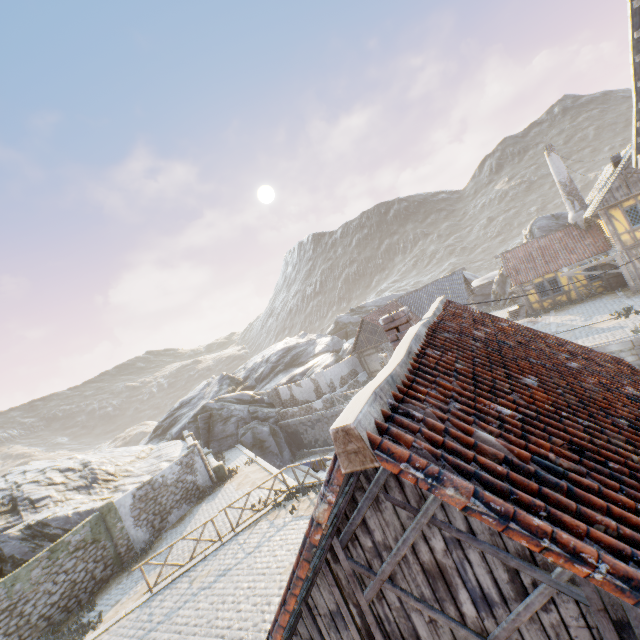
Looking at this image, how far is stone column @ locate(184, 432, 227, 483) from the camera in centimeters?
2150cm

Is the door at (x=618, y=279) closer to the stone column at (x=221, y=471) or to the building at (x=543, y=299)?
the building at (x=543, y=299)

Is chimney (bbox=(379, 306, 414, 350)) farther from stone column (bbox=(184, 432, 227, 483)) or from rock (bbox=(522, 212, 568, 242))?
rock (bbox=(522, 212, 568, 242))

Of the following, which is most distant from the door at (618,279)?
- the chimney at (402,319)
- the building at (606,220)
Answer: the chimney at (402,319)

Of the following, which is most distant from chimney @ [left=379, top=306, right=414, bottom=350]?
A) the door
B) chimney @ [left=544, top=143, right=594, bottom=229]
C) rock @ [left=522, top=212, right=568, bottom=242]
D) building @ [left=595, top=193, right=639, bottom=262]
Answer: chimney @ [left=544, top=143, right=594, bottom=229]

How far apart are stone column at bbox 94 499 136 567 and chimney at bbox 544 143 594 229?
36.2 meters

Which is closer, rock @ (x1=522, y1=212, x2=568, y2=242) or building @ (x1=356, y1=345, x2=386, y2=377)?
building @ (x1=356, y1=345, x2=386, y2=377)

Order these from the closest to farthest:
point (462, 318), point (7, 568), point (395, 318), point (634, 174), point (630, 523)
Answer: point (630, 523), point (395, 318), point (462, 318), point (7, 568), point (634, 174)
